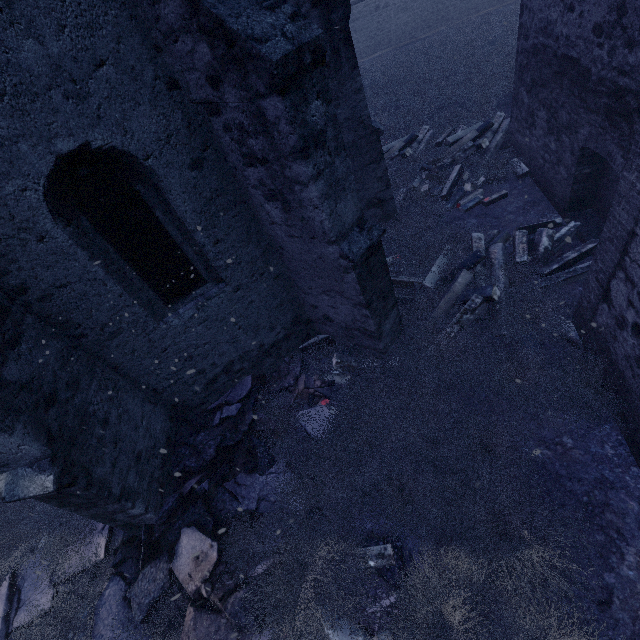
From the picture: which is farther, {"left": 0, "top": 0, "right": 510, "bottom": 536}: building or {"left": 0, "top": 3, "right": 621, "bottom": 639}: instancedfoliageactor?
{"left": 0, "top": 3, "right": 621, "bottom": 639}: instancedfoliageactor

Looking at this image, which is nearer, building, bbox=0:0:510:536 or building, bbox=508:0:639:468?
building, bbox=0:0:510:536

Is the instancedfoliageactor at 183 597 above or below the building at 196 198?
below

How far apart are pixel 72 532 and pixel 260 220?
4.93m

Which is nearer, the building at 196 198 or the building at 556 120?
the building at 196 198

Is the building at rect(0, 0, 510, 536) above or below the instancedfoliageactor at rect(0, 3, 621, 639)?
above
